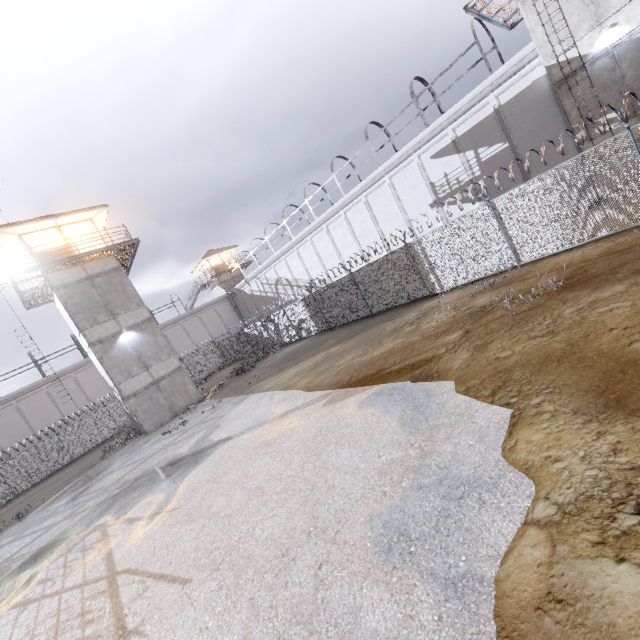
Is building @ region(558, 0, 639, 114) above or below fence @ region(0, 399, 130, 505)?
above

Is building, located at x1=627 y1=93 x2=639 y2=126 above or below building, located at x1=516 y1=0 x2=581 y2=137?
below

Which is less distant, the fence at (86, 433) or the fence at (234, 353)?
the fence at (234, 353)

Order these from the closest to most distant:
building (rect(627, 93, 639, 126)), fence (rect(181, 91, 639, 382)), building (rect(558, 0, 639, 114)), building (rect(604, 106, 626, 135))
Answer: fence (rect(181, 91, 639, 382)) → building (rect(558, 0, 639, 114)) → building (rect(627, 93, 639, 126)) → building (rect(604, 106, 626, 135))

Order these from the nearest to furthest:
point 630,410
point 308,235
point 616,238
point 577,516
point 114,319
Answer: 1. point 577,516
2. point 630,410
3. point 616,238
4. point 114,319
5. point 308,235

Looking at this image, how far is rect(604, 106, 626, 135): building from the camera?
14.02m

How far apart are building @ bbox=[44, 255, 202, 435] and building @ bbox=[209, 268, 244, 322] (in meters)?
23.62

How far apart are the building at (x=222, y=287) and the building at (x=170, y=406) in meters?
23.6
